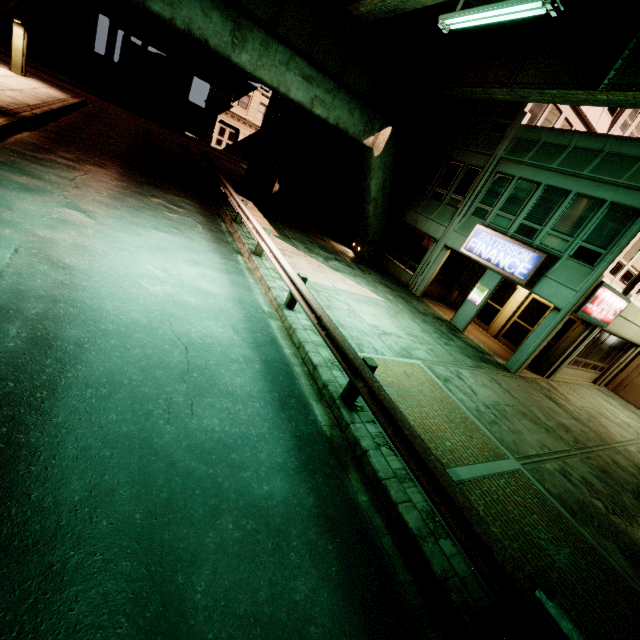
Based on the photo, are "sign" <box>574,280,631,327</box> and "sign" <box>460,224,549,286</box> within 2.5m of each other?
yes

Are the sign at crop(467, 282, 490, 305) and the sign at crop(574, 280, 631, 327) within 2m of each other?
no

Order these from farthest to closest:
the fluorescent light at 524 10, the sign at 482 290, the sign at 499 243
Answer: the sign at 482 290, the sign at 499 243, the fluorescent light at 524 10

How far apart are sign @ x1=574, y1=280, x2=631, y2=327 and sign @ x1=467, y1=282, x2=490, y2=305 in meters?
3.3

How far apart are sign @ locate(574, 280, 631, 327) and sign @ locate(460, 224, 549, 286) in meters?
1.7

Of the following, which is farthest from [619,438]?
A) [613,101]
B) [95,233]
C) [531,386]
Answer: [95,233]

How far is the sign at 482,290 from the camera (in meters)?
14.63

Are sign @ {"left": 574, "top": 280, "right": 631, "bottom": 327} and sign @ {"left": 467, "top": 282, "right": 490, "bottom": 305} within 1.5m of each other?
no
